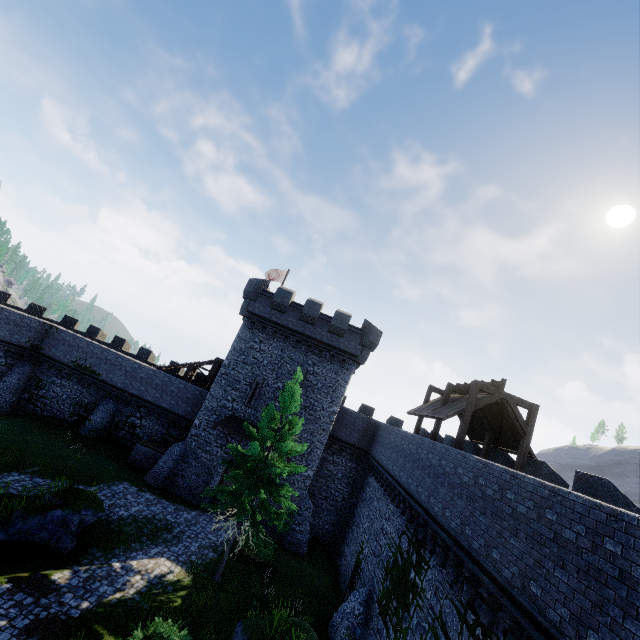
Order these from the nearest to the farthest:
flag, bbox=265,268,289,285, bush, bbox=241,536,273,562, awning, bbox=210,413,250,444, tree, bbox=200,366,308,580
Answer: tree, bbox=200,366,308,580
bush, bbox=241,536,273,562
awning, bbox=210,413,250,444
flag, bbox=265,268,289,285

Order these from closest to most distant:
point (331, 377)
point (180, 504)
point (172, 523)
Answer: point (172, 523)
point (180, 504)
point (331, 377)

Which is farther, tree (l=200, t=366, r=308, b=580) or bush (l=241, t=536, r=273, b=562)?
bush (l=241, t=536, r=273, b=562)

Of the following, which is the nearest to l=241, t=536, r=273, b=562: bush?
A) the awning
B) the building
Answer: the building

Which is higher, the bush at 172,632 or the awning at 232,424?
the awning at 232,424

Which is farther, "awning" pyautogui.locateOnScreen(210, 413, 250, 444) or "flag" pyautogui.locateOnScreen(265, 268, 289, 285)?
"flag" pyautogui.locateOnScreen(265, 268, 289, 285)

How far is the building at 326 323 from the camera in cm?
2402

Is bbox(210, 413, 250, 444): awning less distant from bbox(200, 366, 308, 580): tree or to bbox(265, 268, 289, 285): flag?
bbox(200, 366, 308, 580): tree
